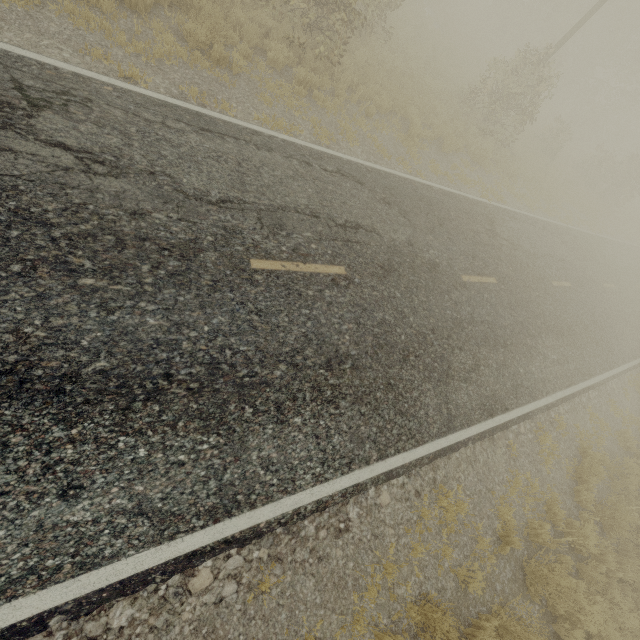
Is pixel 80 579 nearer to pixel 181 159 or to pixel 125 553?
pixel 125 553

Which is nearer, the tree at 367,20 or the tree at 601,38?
the tree at 367,20

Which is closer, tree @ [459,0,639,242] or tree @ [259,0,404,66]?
tree @ [259,0,404,66]
